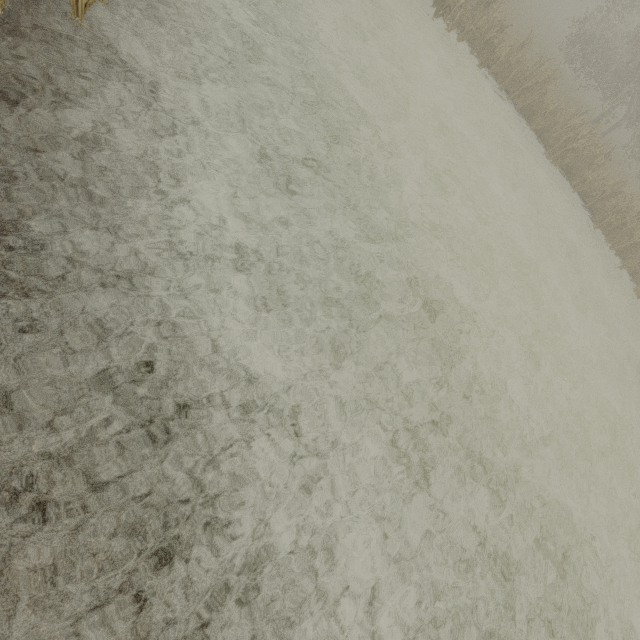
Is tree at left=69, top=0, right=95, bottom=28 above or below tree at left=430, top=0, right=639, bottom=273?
below

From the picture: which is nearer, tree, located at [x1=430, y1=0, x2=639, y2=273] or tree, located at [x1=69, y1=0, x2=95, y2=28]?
tree, located at [x1=69, y1=0, x2=95, y2=28]

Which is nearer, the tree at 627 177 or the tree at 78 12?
the tree at 78 12

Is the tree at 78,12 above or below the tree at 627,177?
below

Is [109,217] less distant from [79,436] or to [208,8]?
[79,436]
